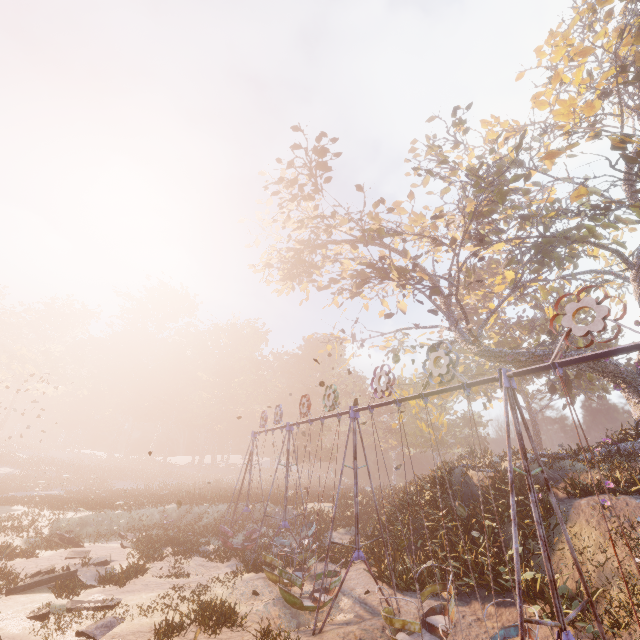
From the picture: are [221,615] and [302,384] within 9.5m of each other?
no

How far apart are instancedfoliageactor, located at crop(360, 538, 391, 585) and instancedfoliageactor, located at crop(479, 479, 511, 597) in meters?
4.2

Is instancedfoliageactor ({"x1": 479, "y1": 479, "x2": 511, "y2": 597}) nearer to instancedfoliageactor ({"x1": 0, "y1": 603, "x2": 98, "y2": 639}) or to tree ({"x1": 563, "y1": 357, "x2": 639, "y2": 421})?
tree ({"x1": 563, "y1": 357, "x2": 639, "y2": 421})

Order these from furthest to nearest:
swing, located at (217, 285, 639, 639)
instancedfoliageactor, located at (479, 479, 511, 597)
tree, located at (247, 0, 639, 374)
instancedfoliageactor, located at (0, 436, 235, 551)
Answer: instancedfoliageactor, located at (0, 436, 235, 551)
tree, located at (247, 0, 639, 374)
instancedfoliageactor, located at (479, 479, 511, 597)
swing, located at (217, 285, 639, 639)

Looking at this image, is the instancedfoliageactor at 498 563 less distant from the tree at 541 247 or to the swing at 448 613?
the swing at 448 613

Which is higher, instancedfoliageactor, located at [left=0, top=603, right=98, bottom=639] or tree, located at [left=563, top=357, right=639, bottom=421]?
tree, located at [left=563, top=357, right=639, bottom=421]

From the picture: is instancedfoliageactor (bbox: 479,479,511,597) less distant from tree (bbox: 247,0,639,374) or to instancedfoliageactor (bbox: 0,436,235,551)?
tree (bbox: 247,0,639,374)

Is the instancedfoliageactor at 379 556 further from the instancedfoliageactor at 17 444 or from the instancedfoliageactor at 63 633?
the instancedfoliageactor at 17 444
